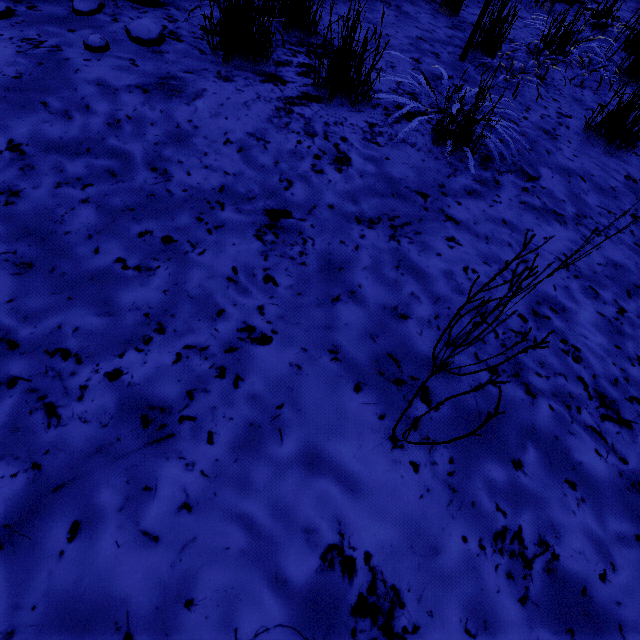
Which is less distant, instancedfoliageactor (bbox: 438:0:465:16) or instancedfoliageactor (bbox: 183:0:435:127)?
instancedfoliageactor (bbox: 183:0:435:127)

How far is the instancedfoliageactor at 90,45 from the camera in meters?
1.7 m

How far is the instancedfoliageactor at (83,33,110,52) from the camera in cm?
168

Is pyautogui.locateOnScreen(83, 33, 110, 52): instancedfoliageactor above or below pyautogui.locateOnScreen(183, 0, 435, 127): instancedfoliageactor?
below

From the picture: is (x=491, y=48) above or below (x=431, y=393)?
above

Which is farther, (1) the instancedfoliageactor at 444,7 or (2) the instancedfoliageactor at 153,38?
(1) the instancedfoliageactor at 444,7
